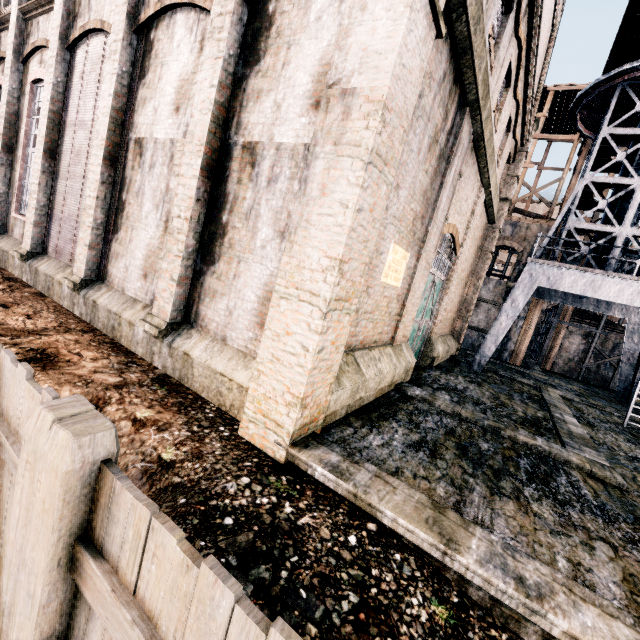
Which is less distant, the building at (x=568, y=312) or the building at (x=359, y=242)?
the building at (x=359, y=242)

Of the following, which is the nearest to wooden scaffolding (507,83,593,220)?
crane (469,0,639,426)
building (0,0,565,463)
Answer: building (0,0,565,463)

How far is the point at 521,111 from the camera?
17.1 meters

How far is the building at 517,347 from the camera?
25.7m

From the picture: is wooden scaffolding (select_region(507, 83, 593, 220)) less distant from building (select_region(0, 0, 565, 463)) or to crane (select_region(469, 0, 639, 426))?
building (select_region(0, 0, 565, 463))

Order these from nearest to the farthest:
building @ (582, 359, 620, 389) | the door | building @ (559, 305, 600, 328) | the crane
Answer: the door → the crane → building @ (582, 359, 620, 389) → building @ (559, 305, 600, 328)

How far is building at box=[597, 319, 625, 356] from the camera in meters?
26.9 m
